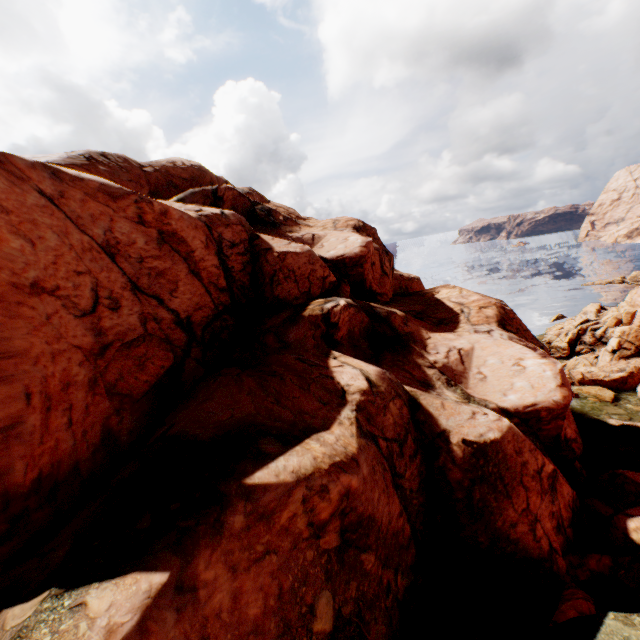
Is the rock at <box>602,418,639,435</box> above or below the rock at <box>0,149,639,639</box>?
below

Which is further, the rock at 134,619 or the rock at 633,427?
the rock at 633,427

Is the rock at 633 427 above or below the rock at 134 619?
below

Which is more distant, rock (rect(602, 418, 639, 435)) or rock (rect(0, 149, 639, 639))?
rock (rect(602, 418, 639, 435))

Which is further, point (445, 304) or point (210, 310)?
point (445, 304)
